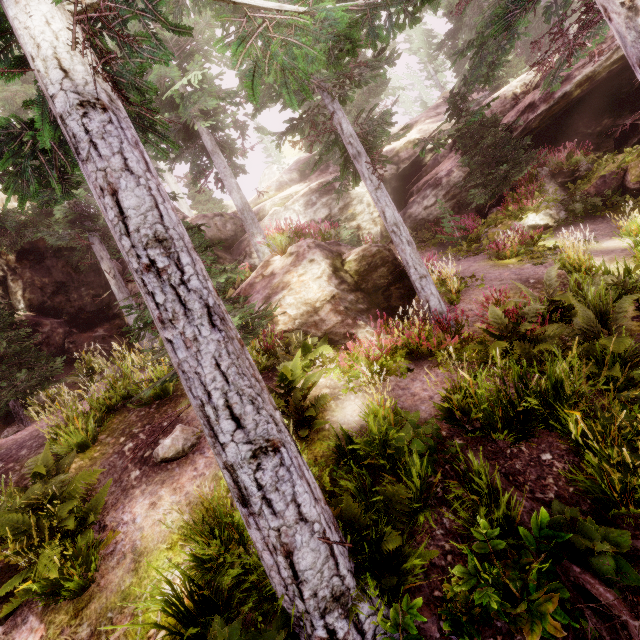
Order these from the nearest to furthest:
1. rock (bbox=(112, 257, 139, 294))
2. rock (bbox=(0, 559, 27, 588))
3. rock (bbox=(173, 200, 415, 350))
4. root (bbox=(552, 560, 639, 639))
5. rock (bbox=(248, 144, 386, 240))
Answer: root (bbox=(552, 560, 639, 639))
rock (bbox=(0, 559, 27, 588))
rock (bbox=(173, 200, 415, 350))
rock (bbox=(112, 257, 139, 294))
rock (bbox=(248, 144, 386, 240))

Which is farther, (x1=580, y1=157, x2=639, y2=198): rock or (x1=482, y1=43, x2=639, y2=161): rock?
(x1=482, y1=43, x2=639, y2=161): rock

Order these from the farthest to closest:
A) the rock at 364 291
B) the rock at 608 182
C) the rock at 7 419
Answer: the rock at 7 419 → the rock at 608 182 → the rock at 364 291

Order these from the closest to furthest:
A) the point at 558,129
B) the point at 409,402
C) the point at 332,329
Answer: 1. the point at 409,402
2. the point at 332,329
3. the point at 558,129

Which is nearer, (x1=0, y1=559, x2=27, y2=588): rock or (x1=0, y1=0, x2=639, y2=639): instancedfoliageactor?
(x1=0, y1=0, x2=639, y2=639): instancedfoliageactor

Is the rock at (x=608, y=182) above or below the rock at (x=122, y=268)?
below

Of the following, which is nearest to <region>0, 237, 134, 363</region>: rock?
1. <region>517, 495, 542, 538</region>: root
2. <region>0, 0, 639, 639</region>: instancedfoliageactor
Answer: <region>0, 0, 639, 639</region>: instancedfoliageactor

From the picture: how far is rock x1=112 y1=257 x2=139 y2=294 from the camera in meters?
16.5
